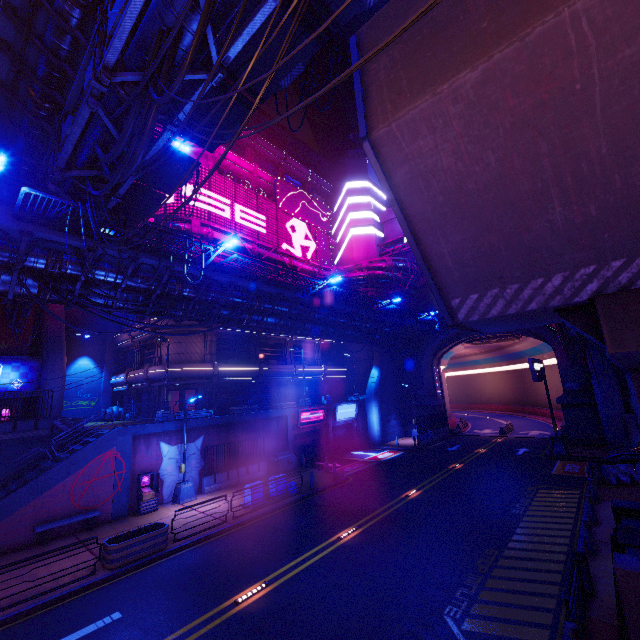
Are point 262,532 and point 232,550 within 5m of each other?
yes

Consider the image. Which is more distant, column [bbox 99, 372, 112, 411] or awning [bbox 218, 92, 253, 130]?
column [bbox 99, 372, 112, 411]

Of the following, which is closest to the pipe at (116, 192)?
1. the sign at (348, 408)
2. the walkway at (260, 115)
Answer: the sign at (348, 408)

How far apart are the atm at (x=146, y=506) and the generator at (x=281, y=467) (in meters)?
8.03

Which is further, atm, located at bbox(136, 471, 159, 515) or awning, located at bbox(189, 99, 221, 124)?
atm, located at bbox(136, 471, 159, 515)

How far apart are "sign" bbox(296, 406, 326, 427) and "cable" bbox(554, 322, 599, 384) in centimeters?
1918cm

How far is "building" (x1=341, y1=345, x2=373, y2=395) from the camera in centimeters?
4162cm

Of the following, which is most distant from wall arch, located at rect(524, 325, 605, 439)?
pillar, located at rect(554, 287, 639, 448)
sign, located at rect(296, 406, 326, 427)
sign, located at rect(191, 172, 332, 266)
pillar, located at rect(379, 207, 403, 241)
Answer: pillar, located at rect(554, 287, 639, 448)
